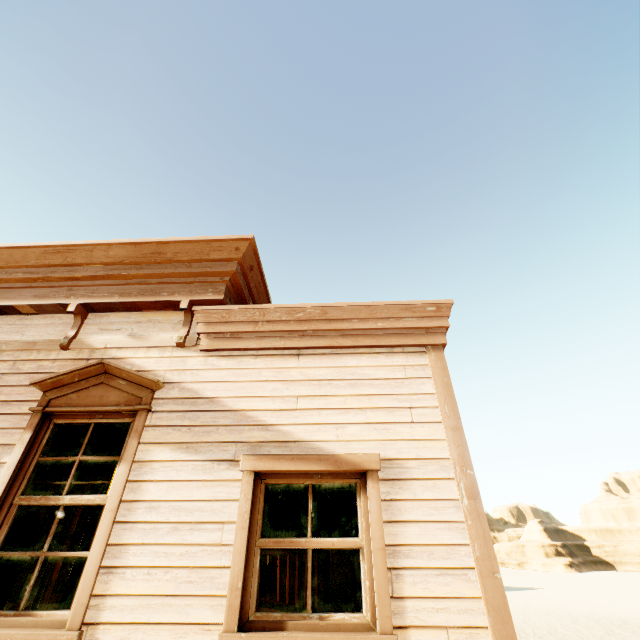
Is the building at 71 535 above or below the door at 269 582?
above

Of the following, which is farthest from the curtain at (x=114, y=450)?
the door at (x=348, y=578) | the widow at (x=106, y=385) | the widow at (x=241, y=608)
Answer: the door at (x=348, y=578)

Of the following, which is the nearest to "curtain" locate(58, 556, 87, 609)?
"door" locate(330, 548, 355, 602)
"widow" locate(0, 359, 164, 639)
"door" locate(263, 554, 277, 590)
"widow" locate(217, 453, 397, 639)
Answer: "widow" locate(0, 359, 164, 639)

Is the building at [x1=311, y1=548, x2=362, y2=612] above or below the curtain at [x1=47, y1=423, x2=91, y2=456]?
below

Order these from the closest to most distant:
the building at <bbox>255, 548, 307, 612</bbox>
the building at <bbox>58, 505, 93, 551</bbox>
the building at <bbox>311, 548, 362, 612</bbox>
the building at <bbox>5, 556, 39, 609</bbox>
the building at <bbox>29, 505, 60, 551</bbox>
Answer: the building at <bbox>311, 548, 362, 612</bbox>, the building at <bbox>255, 548, 307, 612</bbox>, the building at <bbox>58, 505, 93, 551</bbox>, the building at <bbox>5, 556, 39, 609</bbox>, the building at <bbox>29, 505, 60, 551</bbox>

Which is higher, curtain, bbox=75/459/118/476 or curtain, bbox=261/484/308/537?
curtain, bbox=75/459/118/476

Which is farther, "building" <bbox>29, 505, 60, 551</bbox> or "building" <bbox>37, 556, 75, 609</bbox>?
"building" <bbox>29, 505, 60, 551</bbox>

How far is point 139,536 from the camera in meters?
2.7
